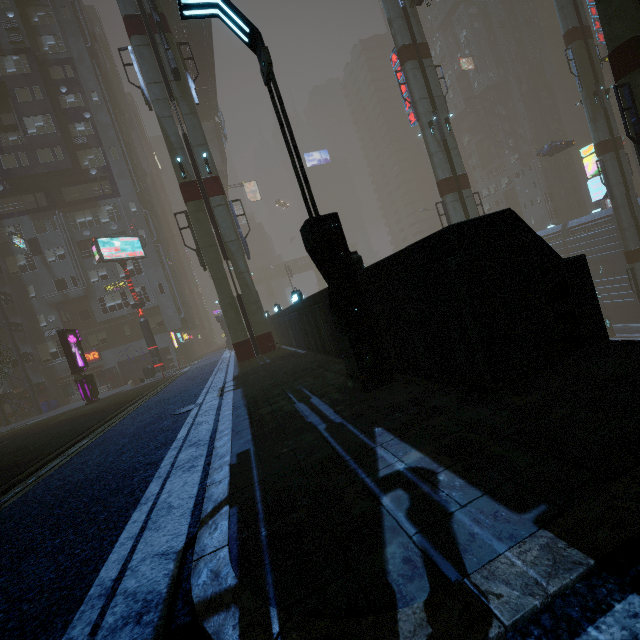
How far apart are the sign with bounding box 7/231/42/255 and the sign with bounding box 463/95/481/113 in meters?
69.0 m

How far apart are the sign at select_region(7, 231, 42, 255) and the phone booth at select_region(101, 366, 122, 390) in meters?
13.0 m

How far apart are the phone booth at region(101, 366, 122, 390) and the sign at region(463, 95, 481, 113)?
70.1m

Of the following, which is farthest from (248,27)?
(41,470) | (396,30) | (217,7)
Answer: (396,30)

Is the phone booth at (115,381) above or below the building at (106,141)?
below

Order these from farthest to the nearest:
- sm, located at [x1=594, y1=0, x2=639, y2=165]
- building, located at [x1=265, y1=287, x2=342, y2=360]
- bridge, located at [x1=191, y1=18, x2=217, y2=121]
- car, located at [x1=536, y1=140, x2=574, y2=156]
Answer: car, located at [x1=536, y1=140, x2=574, y2=156]
bridge, located at [x1=191, y1=18, x2=217, y2=121]
sm, located at [x1=594, y1=0, x2=639, y2=165]
building, located at [x1=265, y1=287, x2=342, y2=360]

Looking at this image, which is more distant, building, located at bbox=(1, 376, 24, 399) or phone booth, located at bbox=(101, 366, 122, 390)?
phone booth, located at bbox=(101, 366, 122, 390)

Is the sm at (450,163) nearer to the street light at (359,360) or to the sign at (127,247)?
the sign at (127,247)
